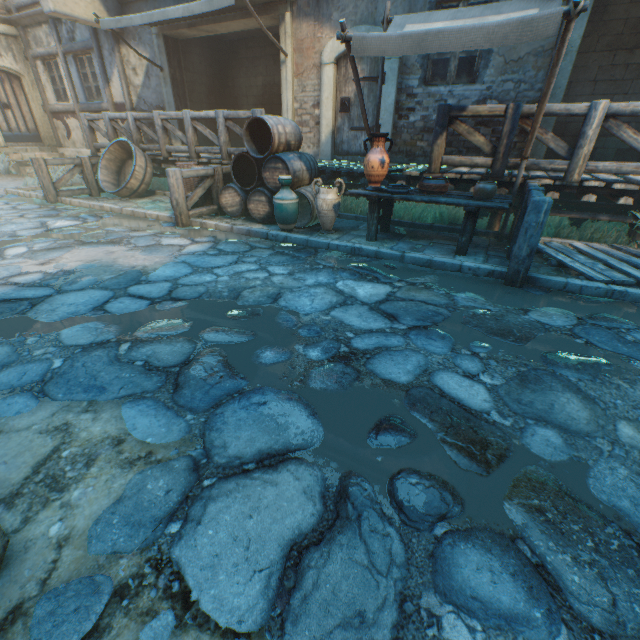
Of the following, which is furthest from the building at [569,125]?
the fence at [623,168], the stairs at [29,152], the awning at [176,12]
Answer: the stairs at [29,152]

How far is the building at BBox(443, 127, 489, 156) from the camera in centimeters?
Answer: 680cm

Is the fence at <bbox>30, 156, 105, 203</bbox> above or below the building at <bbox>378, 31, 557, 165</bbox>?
below

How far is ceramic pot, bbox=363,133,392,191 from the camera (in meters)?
4.64

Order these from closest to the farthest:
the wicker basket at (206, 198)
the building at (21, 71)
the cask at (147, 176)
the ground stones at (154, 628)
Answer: the ground stones at (154, 628) → the wicker basket at (206, 198) → the cask at (147, 176) → the building at (21, 71)

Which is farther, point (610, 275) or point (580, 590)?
point (610, 275)

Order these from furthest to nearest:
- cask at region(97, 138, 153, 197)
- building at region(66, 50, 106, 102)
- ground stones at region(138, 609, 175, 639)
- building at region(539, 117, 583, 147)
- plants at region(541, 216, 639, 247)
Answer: building at region(66, 50, 106, 102) < cask at region(97, 138, 153, 197) < building at region(539, 117, 583, 147) < plants at region(541, 216, 639, 247) < ground stones at region(138, 609, 175, 639)

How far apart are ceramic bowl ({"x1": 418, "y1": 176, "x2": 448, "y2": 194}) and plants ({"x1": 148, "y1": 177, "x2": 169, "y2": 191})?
7.61m
